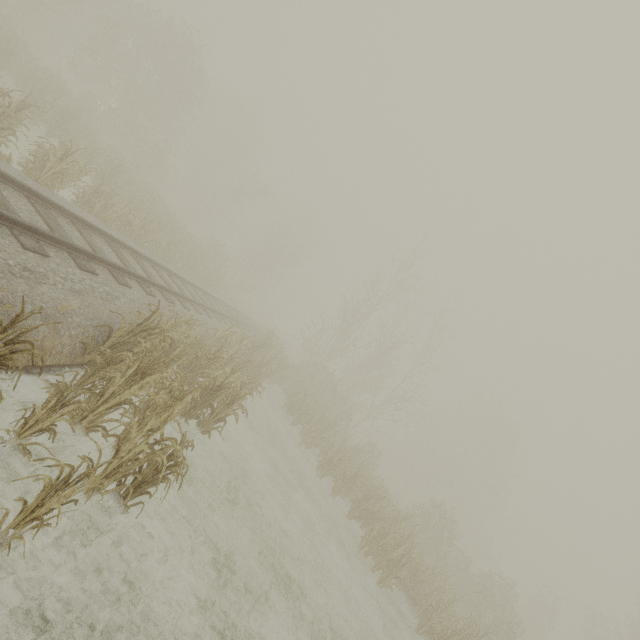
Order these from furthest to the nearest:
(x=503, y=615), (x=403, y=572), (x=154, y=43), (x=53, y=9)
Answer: (x=53, y=9) < (x=154, y=43) < (x=503, y=615) < (x=403, y=572)
